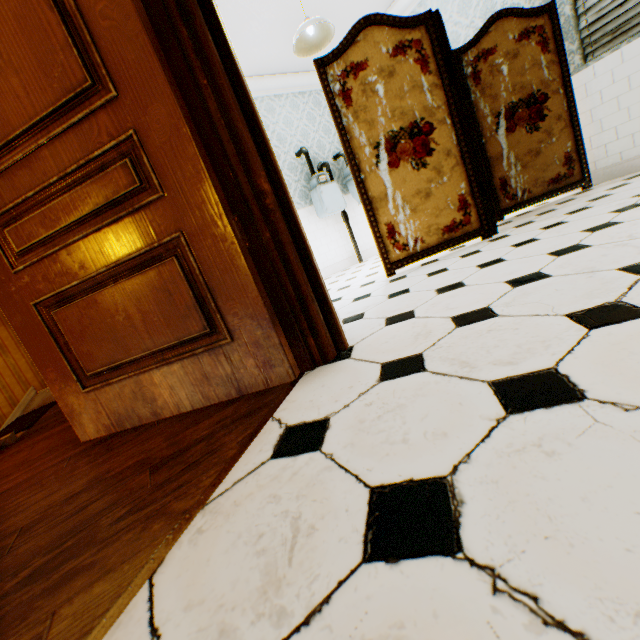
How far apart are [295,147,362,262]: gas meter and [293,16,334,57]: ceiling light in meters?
1.4 m

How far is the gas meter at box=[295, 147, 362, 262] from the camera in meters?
5.1

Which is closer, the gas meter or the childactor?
the childactor

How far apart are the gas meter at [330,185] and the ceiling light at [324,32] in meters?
1.4 m

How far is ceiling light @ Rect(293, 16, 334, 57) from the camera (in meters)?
3.25

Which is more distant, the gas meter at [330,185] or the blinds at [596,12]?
the gas meter at [330,185]

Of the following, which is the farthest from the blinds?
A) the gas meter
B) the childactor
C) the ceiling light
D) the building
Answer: the childactor

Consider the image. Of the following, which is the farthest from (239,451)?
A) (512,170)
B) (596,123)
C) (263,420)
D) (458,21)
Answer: (458,21)
